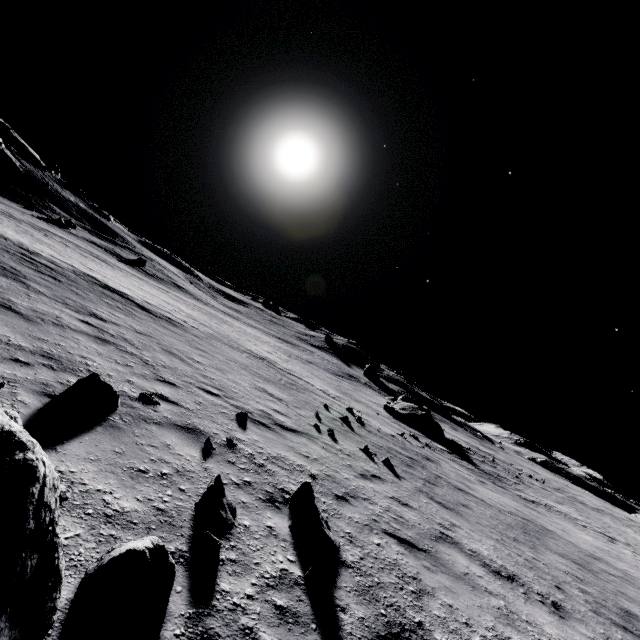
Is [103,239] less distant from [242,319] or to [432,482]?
[242,319]

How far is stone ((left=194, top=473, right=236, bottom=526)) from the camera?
3.7 meters

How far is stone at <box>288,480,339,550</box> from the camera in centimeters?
420cm

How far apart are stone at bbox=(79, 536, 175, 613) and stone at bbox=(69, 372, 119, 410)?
2.8 meters

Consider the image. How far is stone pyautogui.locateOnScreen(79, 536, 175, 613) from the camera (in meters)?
2.26

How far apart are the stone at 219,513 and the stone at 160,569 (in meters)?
1.06

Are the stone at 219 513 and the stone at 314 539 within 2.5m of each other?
yes

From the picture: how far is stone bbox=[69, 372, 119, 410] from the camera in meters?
4.7
